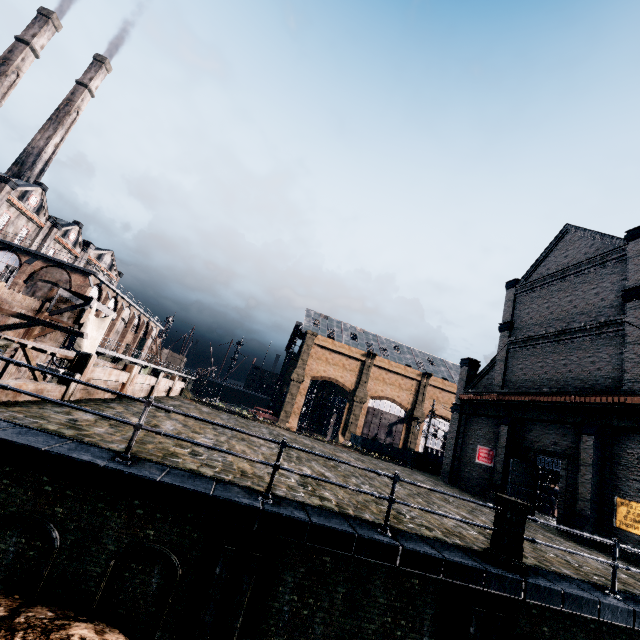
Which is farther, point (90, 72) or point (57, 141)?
point (90, 72)

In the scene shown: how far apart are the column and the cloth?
31.3 meters

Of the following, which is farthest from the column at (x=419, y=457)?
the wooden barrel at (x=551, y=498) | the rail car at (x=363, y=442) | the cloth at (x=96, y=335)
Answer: the cloth at (x=96, y=335)

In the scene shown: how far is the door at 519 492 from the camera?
20.2 meters

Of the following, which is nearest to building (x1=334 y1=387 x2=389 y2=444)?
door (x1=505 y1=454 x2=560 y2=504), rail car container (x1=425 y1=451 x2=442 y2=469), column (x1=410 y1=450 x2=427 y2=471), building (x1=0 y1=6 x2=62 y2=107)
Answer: door (x1=505 y1=454 x2=560 y2=504)

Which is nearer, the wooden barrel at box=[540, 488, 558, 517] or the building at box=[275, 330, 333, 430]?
the wooden barrel at box=[540, 488, 558, 517]

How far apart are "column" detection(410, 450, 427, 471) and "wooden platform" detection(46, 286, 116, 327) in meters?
31.8 m

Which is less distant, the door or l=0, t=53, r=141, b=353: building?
the door
